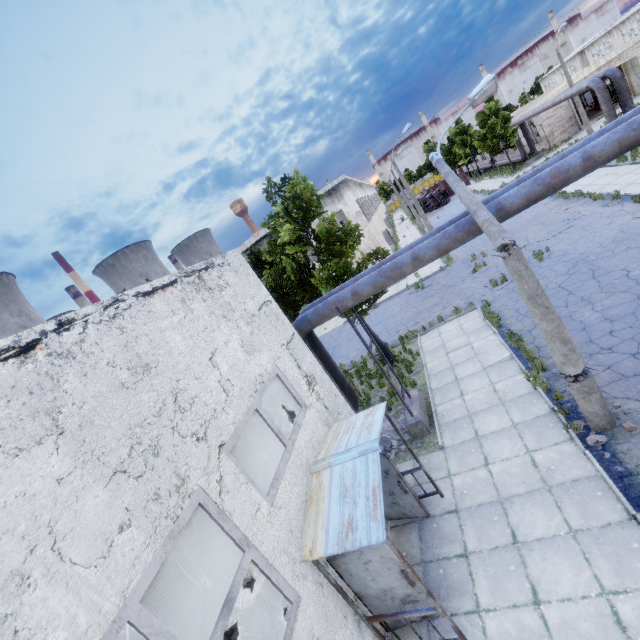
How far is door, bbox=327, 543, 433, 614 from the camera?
5.7m

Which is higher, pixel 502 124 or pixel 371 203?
pixel 371 203

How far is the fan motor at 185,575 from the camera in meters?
9.9 m

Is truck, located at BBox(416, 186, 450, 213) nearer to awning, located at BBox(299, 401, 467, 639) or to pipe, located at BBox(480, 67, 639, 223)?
pipe, located at BBox(480, 67, 639, 223)

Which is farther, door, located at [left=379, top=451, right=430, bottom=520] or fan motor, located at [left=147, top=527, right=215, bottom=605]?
fan motor, located at [left=147, top=527, right=215, bottom=605]

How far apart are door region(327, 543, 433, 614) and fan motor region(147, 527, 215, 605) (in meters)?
6.86

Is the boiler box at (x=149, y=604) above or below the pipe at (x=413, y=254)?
below

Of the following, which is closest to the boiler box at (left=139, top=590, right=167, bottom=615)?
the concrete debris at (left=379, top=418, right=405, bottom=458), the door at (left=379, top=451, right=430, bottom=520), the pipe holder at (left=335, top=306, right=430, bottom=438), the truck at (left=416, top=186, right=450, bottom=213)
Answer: the concrete debris at (left=379, top=418, right=405, bottom=458)
